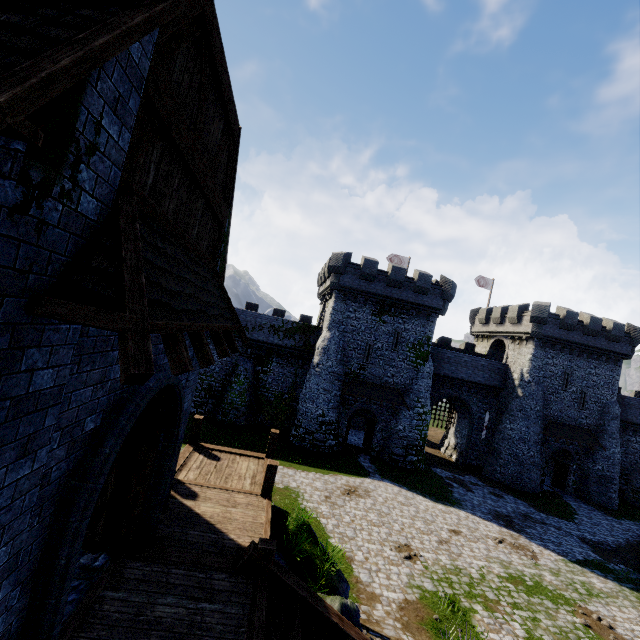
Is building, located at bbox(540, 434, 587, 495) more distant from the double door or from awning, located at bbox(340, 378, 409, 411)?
the double door

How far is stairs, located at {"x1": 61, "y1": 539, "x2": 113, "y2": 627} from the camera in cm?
513

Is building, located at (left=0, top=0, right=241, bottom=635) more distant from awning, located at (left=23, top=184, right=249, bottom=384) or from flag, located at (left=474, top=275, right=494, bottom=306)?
flag, located at (left=474, top=275, right=494, bottom=306)

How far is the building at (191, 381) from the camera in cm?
743

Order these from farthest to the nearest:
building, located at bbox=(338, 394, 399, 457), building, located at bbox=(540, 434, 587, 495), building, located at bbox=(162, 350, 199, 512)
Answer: building, located at bbox=(540, 434, 587, 495), building, located at bbox=(338, 394, 399, 457), building, located at bbox=(162, 350, 199, 512)

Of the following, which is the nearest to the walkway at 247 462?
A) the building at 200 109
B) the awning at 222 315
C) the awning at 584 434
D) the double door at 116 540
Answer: the building at 200 109

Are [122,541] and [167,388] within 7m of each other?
yes

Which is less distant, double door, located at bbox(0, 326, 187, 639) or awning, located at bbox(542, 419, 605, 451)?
double door, located at bbox(0, 326, 187, 639)
